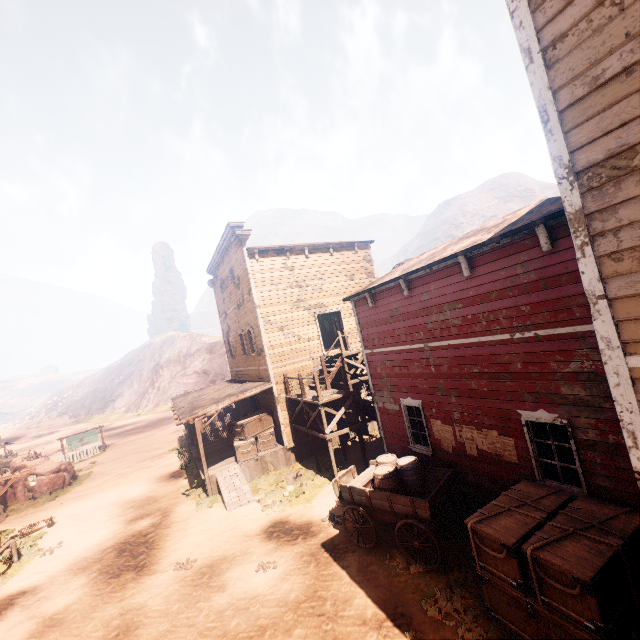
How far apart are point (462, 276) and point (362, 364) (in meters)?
10.19

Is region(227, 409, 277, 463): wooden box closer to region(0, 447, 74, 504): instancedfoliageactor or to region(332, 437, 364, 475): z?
region(332, 437, 364, 475): z

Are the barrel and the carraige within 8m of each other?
yes

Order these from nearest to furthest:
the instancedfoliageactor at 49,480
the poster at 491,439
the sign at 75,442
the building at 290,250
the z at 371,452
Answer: the building at 290,250 → the poster at 491,439 → the z at 371,452 → the instancedfoliageactor at 49,480 → the sign at 75,442

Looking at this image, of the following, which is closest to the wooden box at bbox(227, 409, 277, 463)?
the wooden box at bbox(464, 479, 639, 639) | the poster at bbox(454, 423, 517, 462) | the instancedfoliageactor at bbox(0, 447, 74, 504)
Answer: the poster at bbox(454, 423, 517, 462)

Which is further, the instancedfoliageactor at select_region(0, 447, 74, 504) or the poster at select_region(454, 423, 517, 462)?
the instancedfoliageactor at select_region(0, 447, 74, 504)

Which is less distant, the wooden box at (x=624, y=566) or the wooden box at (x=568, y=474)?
the wooden box at (x=624, y=566)

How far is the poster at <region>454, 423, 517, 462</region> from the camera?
7.46m
